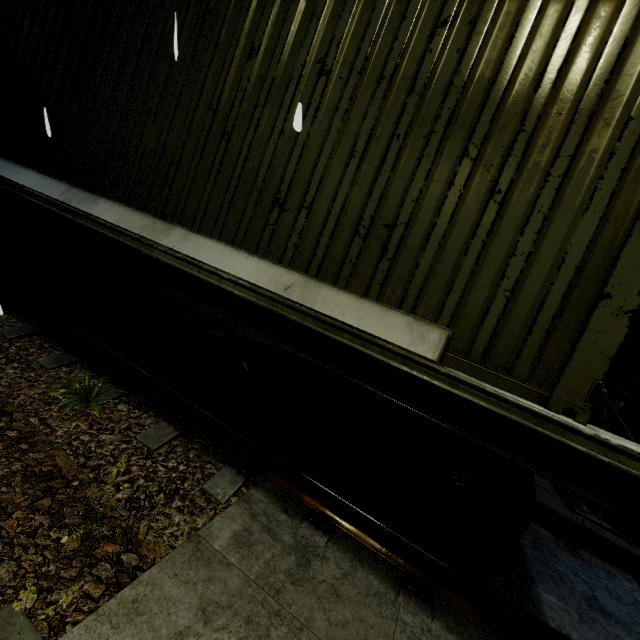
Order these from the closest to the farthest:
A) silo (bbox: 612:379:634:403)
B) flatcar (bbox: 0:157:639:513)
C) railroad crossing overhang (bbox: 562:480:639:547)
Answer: flatcar (bbox: 0:157:639:513), railroad crossing overhang (bbox: 562:480:639:547), silo (bbox: 612:379:634:403)

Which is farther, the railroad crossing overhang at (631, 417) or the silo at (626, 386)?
the silo at (626, 386)

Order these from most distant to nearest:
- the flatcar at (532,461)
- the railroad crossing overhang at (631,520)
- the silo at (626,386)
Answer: the silo at (626,386) → the railroad crossing overhang at (631,520) → the flatcar at (532,461)

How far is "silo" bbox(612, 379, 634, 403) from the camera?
50.4m

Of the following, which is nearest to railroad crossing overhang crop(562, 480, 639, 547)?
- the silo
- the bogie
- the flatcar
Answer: the flatcar

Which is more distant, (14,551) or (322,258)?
(322,258)

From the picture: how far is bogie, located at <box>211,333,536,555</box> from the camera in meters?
2.2

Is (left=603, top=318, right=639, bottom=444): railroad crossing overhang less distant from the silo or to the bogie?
the bogie
